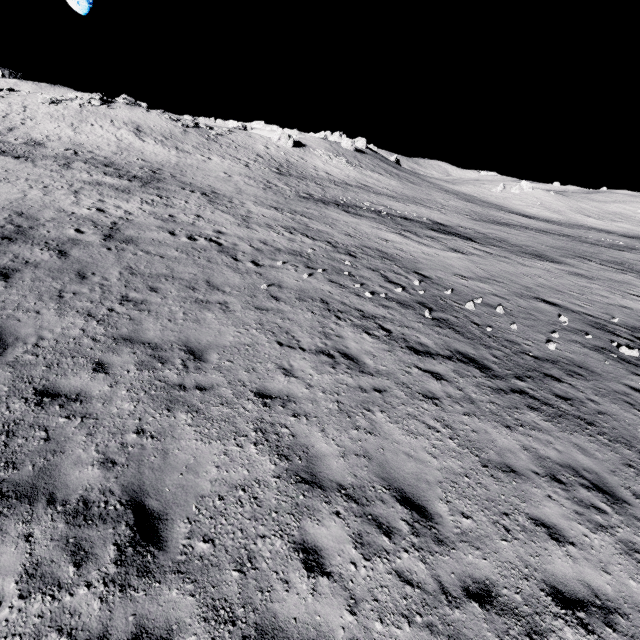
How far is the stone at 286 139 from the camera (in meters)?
55.41

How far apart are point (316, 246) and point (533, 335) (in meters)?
11.25

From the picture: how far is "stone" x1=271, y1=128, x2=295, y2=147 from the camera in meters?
55.4 m
